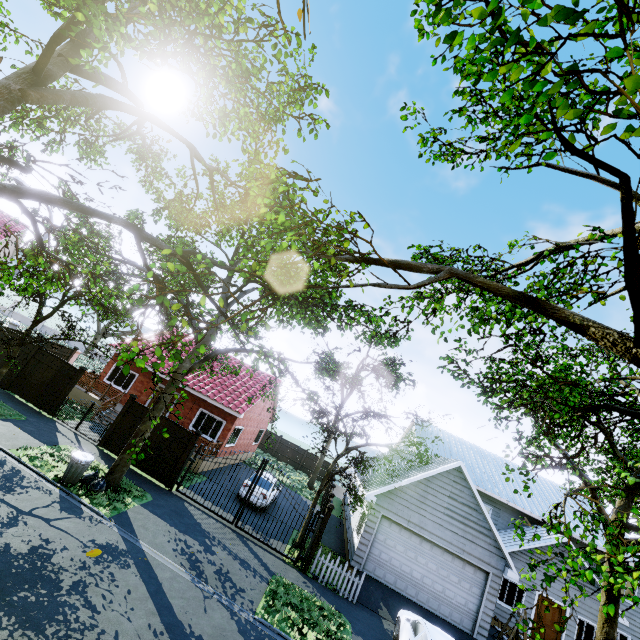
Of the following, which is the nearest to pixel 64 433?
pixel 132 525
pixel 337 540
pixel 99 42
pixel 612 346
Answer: pixel 132 525

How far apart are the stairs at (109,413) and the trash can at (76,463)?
6.3 meters

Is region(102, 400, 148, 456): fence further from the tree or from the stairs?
the stairs

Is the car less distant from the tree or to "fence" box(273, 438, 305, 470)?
"fence" box(273, 438, 305, 470)

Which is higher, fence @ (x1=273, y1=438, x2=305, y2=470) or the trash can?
fence @ (x1=273, y1=438, x2=305, y2=470)

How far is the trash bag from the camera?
10.87m

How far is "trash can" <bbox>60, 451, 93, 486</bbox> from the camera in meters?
10.6

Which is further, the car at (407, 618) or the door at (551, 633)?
the door at (551, 633)
